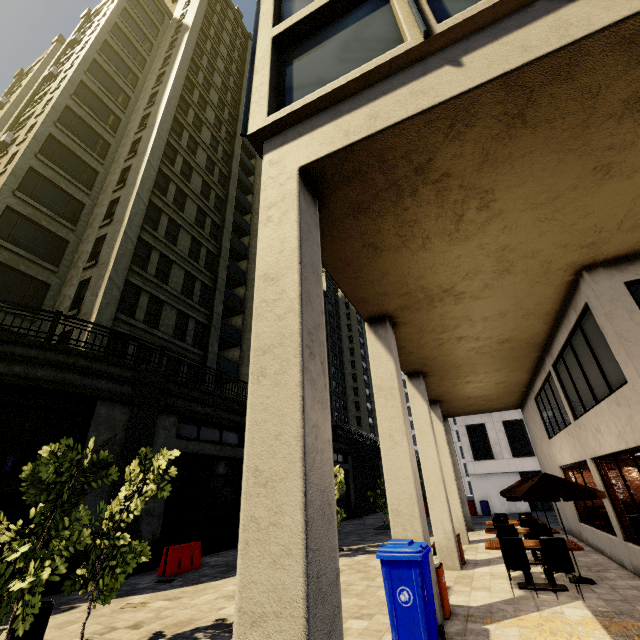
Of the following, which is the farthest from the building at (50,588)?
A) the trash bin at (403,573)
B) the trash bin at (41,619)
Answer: the trash bin at (41,619)

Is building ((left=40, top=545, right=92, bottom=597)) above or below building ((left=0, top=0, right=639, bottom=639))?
below

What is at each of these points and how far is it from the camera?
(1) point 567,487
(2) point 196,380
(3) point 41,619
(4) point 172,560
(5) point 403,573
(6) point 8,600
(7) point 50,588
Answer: (1) umbrella, 8.0 meters
(2) building, 19.8 meters
(3) trash bin, 5.3 meters
(4) cement barricade, 10.6 meters
(5) trash bin, 5.1 meters
(6) tree, 4.8 meters
(7) building, 8.9 meters

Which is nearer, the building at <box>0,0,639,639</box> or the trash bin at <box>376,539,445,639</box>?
the building at <box>0,0,639,639</box>

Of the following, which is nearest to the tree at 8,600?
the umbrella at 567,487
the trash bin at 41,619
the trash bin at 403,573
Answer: the trash bin at 41,619

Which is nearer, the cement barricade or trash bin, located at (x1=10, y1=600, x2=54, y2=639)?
trash bin, located at (x1=10, y1=600, x2=54, y2=639)

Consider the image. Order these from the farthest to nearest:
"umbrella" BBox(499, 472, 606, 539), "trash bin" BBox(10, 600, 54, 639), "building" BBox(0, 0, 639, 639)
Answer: "umbrella" BBox(499, 472, 606, 539) < "trash bin" BBox(10, 600, 54, 639) < "building" BBox(0, 0, 639, 639)

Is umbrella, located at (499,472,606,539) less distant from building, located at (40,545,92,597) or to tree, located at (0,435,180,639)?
→ building, located at (40,545,92,597)
